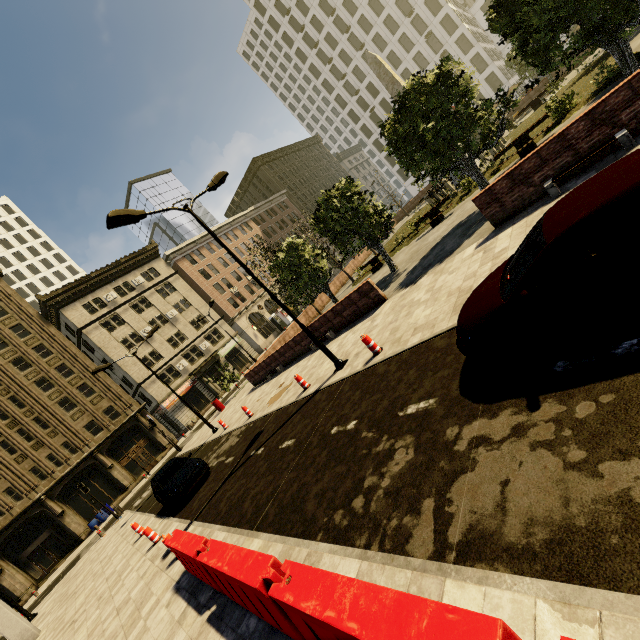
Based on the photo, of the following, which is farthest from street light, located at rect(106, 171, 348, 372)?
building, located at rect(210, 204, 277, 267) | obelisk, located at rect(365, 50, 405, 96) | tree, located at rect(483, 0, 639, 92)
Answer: obelisk, located at rect(365, 50, 405, 96)

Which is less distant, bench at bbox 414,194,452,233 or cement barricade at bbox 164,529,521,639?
cement barricade at bbox 164,529,521,639

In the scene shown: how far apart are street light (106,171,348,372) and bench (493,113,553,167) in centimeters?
1340cm

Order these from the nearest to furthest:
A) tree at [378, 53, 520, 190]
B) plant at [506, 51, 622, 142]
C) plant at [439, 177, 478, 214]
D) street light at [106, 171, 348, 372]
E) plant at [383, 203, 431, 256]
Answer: street light at [106, 171, 348, 372] < tree at [378, 53, 520, 190] < plant at [506, 51, 622, 142] < plant at [439, 177, 478, 214] < plant at [383, 203, 431, 256]

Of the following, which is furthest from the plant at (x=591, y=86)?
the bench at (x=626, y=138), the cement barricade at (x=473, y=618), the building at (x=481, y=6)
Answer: the building at (x=481, y=6)

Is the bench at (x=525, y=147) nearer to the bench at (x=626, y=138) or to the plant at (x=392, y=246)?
the plant at (x=392, y=246)

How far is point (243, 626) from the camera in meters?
4.7

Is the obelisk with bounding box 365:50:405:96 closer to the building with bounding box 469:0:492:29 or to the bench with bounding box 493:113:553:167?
the bench with bounding box 493:113:553:167
